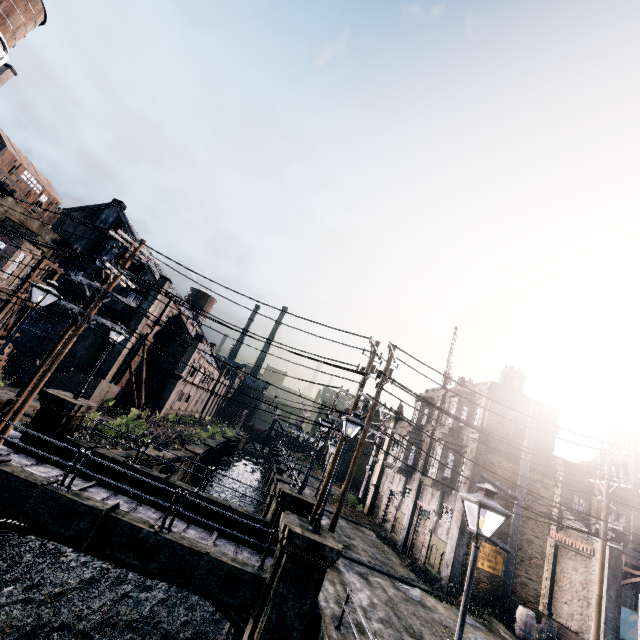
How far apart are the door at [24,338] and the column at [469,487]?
43.7 meters

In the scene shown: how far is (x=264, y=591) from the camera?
10.3m

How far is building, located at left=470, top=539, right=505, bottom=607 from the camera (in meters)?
19.88

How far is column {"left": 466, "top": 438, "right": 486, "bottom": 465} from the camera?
21.8 meters

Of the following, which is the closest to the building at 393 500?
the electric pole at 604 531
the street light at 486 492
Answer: the electric pole at 604 531

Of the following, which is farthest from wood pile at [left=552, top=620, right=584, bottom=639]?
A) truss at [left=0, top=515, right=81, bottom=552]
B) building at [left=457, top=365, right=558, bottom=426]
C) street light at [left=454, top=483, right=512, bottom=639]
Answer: truss at [left=0, top=515, right=81, bottom=552]

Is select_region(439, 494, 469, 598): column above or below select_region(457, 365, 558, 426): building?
below
